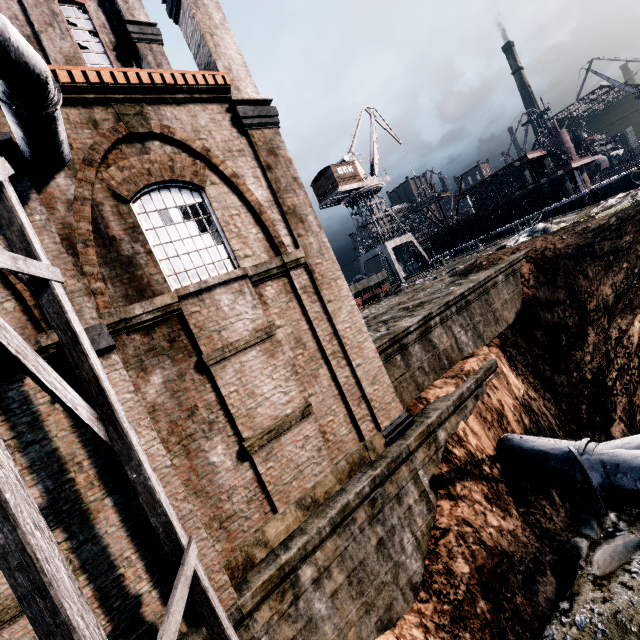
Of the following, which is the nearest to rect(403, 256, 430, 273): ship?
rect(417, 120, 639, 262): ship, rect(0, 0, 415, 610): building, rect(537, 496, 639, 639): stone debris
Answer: rect(417, 120, 639, 262): ship

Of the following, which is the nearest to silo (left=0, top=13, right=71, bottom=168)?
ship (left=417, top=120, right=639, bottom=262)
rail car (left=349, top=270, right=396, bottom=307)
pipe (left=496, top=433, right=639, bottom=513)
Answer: pipe (left=496, top=433, right=639, bottom=513)

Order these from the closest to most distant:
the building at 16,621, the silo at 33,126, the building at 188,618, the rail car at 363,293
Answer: the silo at 33,126 → the building at 16,621 → the building at 188,618 → the rail car at 363,293

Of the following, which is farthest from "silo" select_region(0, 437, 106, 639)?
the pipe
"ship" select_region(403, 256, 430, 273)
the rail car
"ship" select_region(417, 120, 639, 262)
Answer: "ship" select_region(403, 256, 430, 273)

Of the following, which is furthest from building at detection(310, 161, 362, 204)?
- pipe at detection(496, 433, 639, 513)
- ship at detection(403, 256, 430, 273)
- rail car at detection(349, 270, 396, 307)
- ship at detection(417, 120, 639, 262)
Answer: pipe at detection(496, 433, 639, 513)

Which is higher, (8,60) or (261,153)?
(8,60)

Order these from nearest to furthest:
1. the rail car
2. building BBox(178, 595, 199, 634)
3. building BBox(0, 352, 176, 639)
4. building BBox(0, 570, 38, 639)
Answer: building BBox(0, 570, 38, 639) → building BBox(0, 352, 176, 639) → building BBox(178, 595, 199, 634) → the rail car

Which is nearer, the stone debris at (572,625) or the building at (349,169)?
the stone debris at (572,625)
